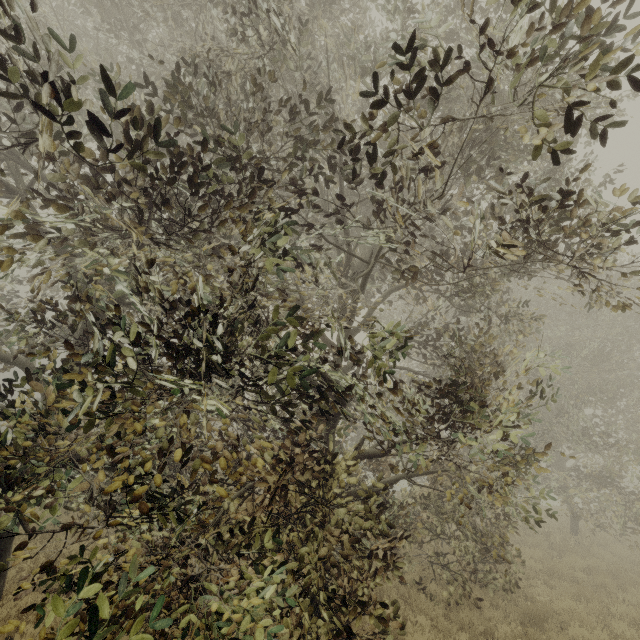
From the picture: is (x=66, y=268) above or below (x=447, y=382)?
above
